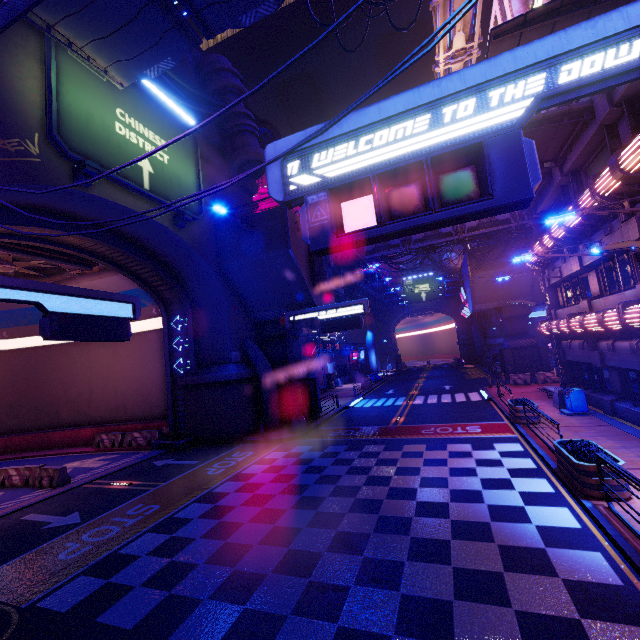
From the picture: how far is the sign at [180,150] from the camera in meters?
14.3

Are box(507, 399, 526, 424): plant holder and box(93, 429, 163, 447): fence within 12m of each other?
no

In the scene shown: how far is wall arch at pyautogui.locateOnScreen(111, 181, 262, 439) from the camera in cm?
1798

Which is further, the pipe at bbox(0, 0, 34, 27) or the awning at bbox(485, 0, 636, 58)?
the awning at bbox(485, 0, 636, 58)

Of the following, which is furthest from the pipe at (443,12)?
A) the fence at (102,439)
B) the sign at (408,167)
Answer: the fence at (102,439)

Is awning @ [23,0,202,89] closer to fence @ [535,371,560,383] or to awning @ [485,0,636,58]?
awning @ [485,0,636,58]

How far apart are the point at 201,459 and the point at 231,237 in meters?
12.9 m

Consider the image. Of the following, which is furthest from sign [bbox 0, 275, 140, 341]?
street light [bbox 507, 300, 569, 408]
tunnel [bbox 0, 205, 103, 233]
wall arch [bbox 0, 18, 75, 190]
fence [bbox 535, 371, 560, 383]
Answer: fence [bbox 535, 371, 560, 383]
